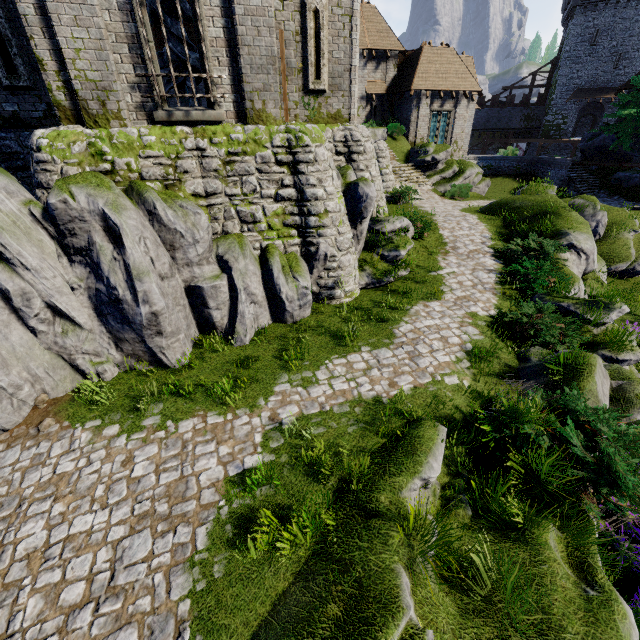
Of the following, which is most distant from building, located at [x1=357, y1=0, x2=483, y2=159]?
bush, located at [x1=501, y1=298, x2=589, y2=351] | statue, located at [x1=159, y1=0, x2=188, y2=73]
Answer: bush, located at [x1=501, y1=298, x2=589, y2=351]

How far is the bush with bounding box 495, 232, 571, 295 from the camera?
11.2m

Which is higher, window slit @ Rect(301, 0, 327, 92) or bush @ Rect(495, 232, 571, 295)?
window slit @ Rect(301, 0, 327, 92)

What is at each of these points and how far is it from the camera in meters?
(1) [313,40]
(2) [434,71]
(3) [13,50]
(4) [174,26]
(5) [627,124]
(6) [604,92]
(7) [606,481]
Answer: (1) window slit, 10.8
(2) building, 26.9
(3) window slit, 8.8
(4) statue, 9.1
(5) tree, 27.6
(6) awning, 40.4
(7) bush, 4.8

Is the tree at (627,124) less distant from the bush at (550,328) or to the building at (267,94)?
the building at (267,94)

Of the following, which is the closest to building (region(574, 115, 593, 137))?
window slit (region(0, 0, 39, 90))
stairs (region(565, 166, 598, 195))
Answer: stairs (region(565, 166, 598, 195))

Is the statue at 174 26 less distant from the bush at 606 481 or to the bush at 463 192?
the bush at 606 481

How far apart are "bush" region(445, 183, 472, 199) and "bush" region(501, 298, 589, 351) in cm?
1511
